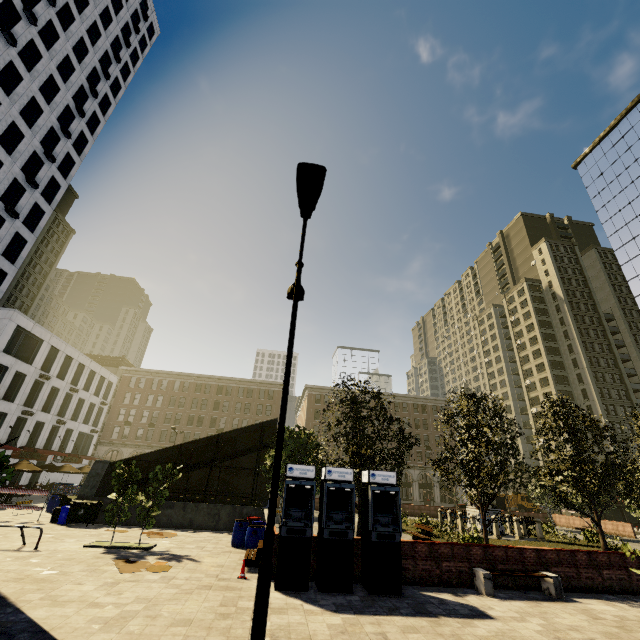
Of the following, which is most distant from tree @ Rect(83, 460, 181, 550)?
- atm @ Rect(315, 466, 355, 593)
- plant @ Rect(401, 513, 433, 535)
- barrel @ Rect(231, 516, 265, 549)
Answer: atm @ Rect(315, 466, 355, 593)

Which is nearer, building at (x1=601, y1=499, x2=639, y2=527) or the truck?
building at (x1=601, y1=499, x2=639, y2=527)

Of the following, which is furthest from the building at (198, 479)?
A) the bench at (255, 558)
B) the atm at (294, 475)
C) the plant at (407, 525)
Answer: the plant at (407, 525)

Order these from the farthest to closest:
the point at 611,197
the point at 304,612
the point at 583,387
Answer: the point at 583,387 < the point at 611,197 < the point at 304,612

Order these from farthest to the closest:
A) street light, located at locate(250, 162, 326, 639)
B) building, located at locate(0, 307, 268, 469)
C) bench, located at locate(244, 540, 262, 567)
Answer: building, located at locate(0, 307, 268, 469)
bench, located at locate(244, 540, 262, 567)
street light, located at locate(250, 162, 326, 639)

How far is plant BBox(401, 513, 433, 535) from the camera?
22.3 meters

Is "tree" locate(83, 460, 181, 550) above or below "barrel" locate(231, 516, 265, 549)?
above

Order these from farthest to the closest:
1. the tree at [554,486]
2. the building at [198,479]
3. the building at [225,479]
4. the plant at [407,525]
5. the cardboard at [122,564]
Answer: the building at [225,479]
the building at [198,479]
the plant at [407,525]
the tree at [554,486]
the cardboard at [122,564]
